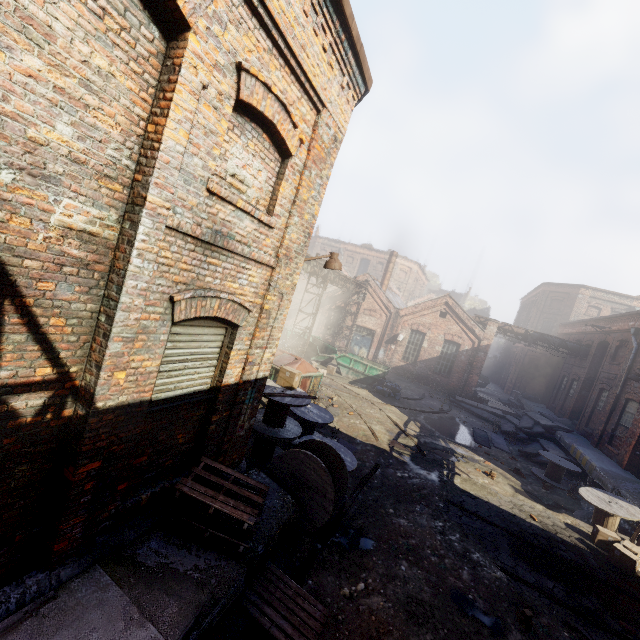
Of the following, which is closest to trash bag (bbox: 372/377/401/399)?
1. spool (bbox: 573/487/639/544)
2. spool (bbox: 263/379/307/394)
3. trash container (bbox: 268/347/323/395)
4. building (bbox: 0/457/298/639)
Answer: trash container (bbox: 268/347/323/395)

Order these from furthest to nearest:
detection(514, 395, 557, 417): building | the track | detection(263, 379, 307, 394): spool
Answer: detection(514, 395, 557, 417): building
detection(263, 379, 307, 394): spool
the track

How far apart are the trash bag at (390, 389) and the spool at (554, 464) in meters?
7.0

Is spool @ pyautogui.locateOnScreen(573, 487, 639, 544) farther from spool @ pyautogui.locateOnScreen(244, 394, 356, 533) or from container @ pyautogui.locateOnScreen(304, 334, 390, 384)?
container @ pyautogui.locateOnScreen(304, 334, 390, 384)

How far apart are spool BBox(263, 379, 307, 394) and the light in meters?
2.6

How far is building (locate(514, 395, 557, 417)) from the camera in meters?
24.5 m

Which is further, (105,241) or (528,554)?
(528,554)

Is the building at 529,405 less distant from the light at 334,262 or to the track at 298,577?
the track at 298,577
